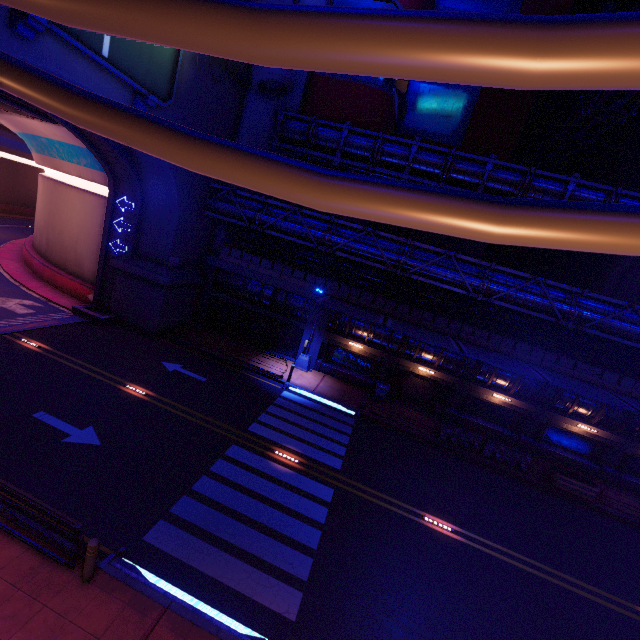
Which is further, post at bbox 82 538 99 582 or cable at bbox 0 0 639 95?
post at bbox 82 538 99 582

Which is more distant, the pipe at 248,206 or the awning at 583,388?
the pipe at 248,206

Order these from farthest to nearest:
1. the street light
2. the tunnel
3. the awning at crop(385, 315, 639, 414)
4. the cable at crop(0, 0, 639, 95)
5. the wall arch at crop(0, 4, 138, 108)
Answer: the street light < the tunnel < the awning at crop(385, 315, 639, 414) < the wall arch at crop(0, 4, 138, 108) < the cable at crop(0, 0, 639, 95)

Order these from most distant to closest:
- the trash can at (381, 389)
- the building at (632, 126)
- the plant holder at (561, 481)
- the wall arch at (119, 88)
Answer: the building at (632, 126) < the trash can at (381, 389) < the plant holder at (561, 481) < the wall arch at (119, 88)

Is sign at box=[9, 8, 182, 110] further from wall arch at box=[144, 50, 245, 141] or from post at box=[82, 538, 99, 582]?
post at box=[82, 538, 99, 582]

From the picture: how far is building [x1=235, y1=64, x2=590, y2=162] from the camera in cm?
2311

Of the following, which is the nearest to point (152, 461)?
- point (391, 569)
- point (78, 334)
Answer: point (391, 569)

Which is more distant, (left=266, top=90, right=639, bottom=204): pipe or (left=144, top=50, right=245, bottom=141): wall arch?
(left=266, top=90, right=639, bottom=204): pipe
